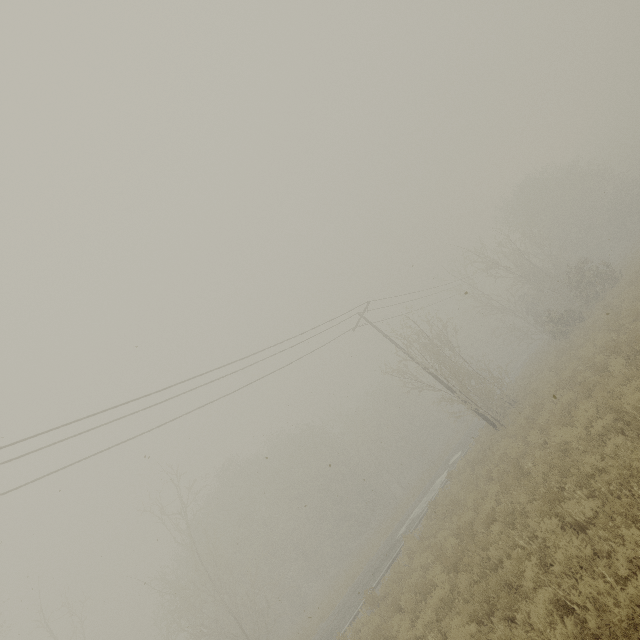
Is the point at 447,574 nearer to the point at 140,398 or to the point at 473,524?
the point at 473,524
